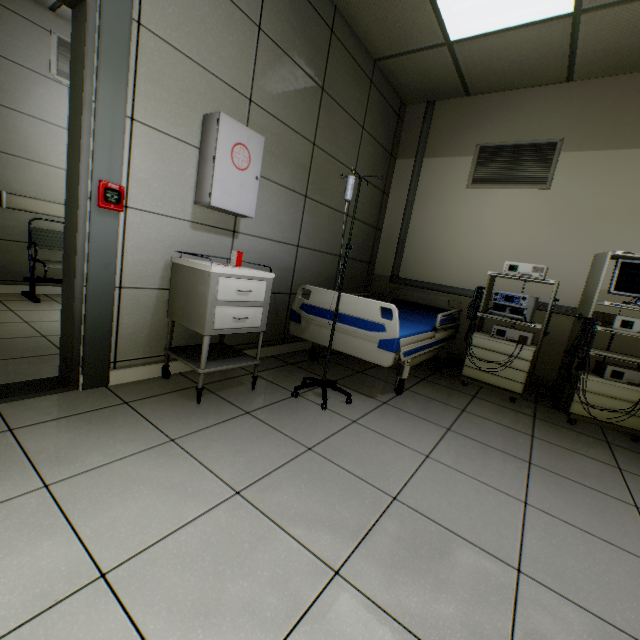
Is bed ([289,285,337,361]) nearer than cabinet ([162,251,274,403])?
No

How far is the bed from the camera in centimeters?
270cm

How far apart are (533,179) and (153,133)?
3.80m

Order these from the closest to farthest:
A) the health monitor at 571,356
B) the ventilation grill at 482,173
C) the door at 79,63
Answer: the door at 79,63
the health monitor at 571,356
the ventilation grill at 482,173

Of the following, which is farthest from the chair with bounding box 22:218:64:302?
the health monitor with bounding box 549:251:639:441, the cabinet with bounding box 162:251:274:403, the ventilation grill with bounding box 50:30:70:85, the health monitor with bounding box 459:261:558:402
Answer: the health monitor with bounding box 549:251:639:441

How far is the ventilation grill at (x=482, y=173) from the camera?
3.5 meters

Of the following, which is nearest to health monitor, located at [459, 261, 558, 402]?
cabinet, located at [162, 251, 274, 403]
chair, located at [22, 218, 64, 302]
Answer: cabinet, located at [162, 251, 274, 403]

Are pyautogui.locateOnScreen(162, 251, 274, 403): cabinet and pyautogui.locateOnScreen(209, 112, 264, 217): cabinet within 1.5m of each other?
yes
